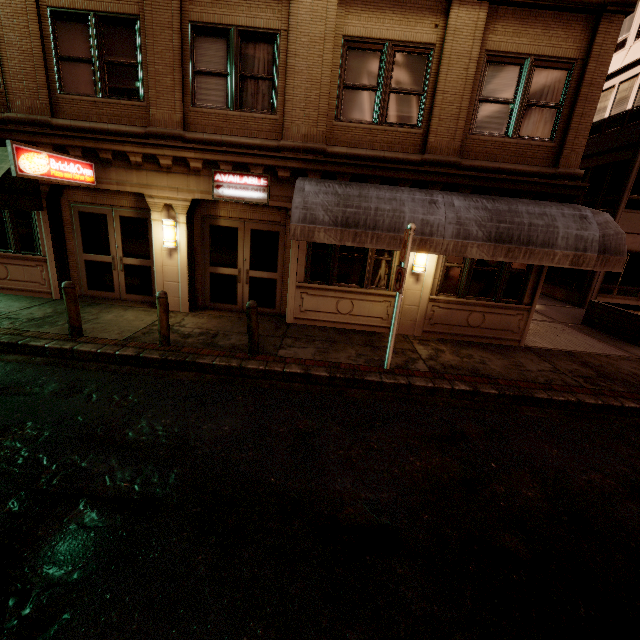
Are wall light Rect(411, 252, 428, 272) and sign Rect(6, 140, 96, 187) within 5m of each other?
no

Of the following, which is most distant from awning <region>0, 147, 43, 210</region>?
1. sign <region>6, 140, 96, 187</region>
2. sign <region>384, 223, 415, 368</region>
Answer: sign <region>384, 223, 415, 368</region>

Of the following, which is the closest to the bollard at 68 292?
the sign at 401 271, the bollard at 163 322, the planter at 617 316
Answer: the bollard at 163 322

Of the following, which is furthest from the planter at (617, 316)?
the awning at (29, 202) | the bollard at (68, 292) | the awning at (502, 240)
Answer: the awning at (29, 202)

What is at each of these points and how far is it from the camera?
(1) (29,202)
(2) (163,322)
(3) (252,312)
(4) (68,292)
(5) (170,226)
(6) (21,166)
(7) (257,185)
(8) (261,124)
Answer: (1) awning, 8.4m
(2) bollard, 6.9m
(3) bollard, 6.8m
(4) bollard, 6.8m
(5) wall light, 8.7m
(6) sign, 6.5m
(7) sign, 8.4m
(8) building, 8.1m

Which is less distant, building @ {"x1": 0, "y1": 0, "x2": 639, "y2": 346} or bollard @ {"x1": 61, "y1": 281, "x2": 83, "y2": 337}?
bollard @ {"x1": 61, "y1": 281, "x2": 83, "y2": 337}

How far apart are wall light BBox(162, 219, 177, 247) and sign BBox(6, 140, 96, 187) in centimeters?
181cm

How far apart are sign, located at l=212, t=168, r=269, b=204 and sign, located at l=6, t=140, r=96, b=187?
3.08m
